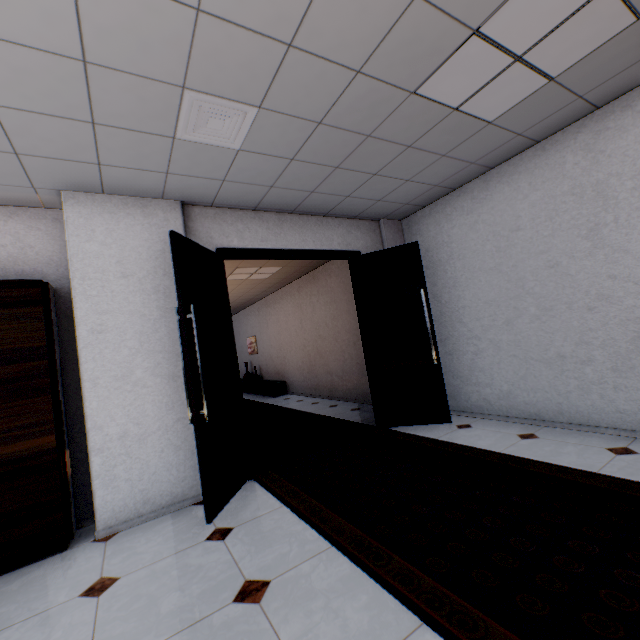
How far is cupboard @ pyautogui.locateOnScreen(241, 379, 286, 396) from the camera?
9.21m

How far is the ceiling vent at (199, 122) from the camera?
2.13m

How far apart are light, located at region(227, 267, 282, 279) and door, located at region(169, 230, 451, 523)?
2.2 meters

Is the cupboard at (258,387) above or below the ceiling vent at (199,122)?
below

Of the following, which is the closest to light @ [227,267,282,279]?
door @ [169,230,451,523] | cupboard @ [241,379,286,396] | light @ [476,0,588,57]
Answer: door @ [169,230,451,523]

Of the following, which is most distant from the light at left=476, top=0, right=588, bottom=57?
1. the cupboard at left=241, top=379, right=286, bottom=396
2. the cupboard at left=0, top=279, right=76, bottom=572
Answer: the cupboard at left=241, top=379, right=286, bottom=396

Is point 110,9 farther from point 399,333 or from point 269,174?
point 399,333

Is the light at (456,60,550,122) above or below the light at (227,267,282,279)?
below
